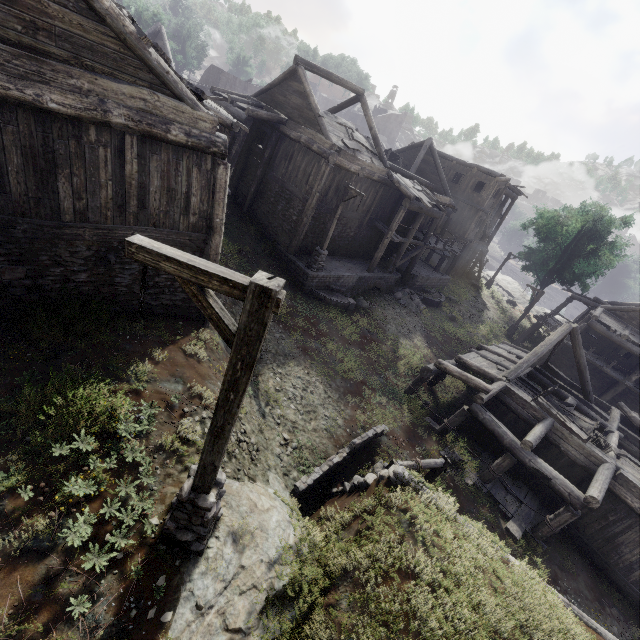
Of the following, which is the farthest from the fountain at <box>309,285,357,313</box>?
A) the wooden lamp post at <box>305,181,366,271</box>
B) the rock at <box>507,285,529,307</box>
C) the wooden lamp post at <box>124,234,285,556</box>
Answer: the rock at <box>507,285,529,307</box>

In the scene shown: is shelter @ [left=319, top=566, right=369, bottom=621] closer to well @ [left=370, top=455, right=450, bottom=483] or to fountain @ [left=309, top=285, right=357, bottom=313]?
well @ [left=370, top=455, right=450, bottom=483]

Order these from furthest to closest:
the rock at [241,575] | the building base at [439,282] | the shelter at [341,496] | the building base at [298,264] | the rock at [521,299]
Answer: the rock at [521,299]
the building base at [439,282]
the building base at [298,264]
the shelter at [341,496]
the rock at [241,575]

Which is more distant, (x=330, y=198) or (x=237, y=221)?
(x=237, y=221)

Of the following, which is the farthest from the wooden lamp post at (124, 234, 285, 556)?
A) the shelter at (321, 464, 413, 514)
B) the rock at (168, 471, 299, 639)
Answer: the shelter at (321, 464, 413, 514)

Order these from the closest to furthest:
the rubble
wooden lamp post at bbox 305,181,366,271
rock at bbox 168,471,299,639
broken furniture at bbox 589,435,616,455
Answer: rock at bbox 168,471,299,639 → broken furniture at bbox 589,435,616,455 → wooden lamp post at bbox 305,181,366,271 → the rubble

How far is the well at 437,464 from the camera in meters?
9.4

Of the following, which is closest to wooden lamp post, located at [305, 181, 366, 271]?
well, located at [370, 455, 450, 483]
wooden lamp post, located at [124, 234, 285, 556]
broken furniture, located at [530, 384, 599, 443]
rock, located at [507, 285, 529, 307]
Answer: well, located at [370, 455, 450, 483]
